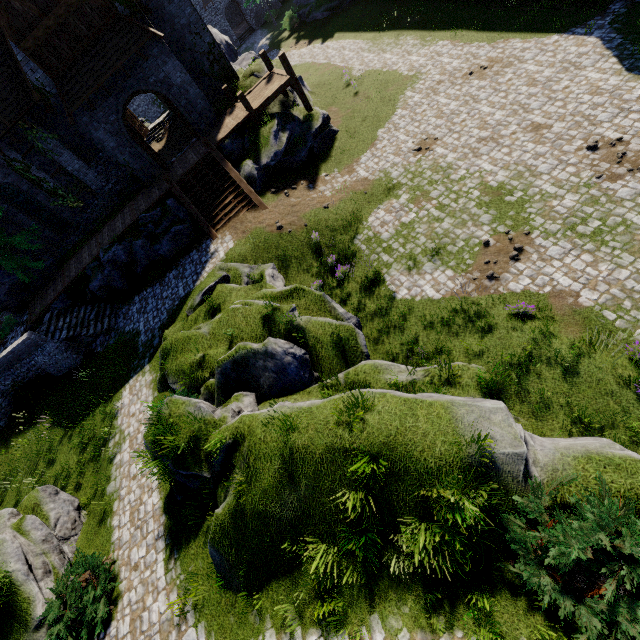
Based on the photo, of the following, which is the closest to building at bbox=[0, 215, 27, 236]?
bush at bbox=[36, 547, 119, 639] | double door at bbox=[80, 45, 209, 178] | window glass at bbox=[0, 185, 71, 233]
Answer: double door at bbox=[80, 45, 209, 178]

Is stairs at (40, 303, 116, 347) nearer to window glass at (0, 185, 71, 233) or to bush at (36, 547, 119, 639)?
window glass at (0, 185, 71, 233)

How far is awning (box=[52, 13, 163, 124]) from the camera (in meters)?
15.33

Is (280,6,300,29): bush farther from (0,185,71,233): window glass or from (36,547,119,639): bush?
(36,547,119,639): bush

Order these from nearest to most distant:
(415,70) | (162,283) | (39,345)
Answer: (39,345)
(162,283)
(415,70)

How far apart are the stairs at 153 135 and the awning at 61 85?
11.13m

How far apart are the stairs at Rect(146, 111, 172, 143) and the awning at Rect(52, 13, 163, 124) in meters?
11.1 m

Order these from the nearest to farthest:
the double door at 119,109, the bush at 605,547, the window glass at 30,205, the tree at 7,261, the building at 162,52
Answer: the bush at 605,547
the building at 162,52
the double door at 119,109
the tree at 7,261
the window glass at 30,205
